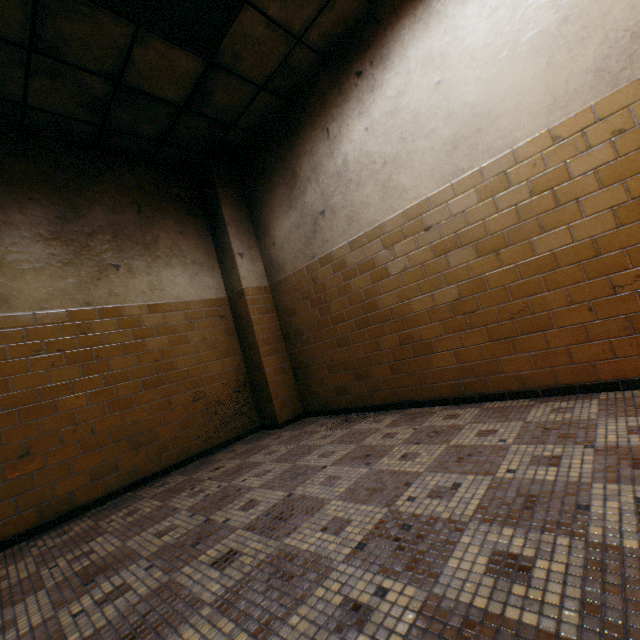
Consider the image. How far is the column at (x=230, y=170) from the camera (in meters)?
4.40

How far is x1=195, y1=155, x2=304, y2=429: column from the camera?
4.4m

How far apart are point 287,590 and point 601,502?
1.28m
